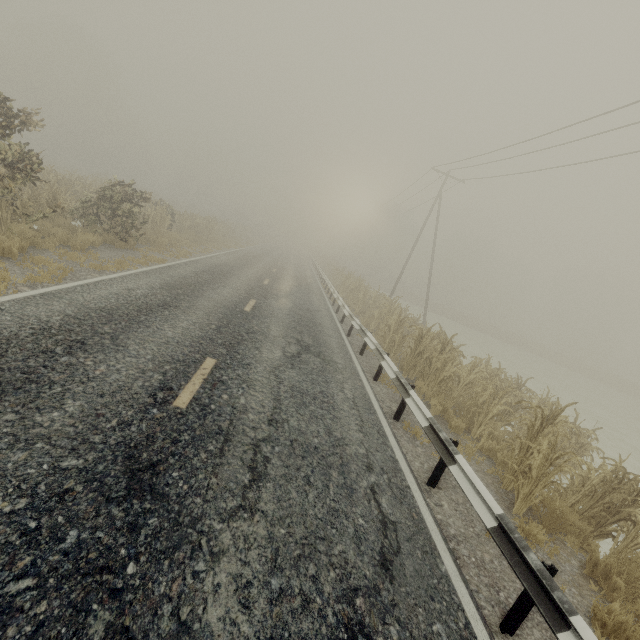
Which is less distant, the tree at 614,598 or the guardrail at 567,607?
the guardrail at 567,607

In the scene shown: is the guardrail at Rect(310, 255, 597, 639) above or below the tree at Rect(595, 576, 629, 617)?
above

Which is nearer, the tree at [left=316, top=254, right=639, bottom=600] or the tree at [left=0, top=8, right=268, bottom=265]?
the tree at [left=316, top=254, right=639, bottom=600]

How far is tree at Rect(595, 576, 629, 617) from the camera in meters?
3.8 m

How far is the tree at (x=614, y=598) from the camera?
3.8m

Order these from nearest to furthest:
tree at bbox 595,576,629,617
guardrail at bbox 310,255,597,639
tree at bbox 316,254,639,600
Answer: guardrail at bbox 310,255,597,639
tree at bbox 595,576,629,617
tree at bbox 316,254,639,600

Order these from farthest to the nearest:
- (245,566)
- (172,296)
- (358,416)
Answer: (172,296) → (358,416) → (245,566)

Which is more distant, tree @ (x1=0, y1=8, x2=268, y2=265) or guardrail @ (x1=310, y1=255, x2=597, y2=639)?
tree @ (x1=0, y1=8, x2=268, y2=265)
